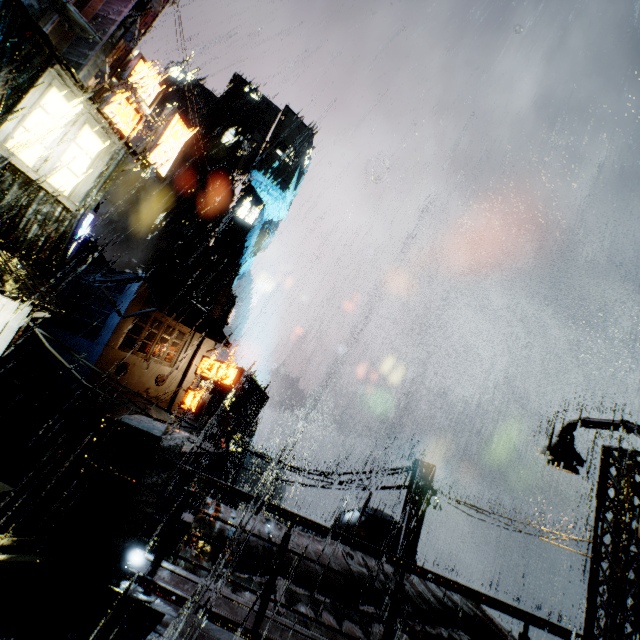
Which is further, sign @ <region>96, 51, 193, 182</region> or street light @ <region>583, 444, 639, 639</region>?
sign @ <region>96, 51, 193, 182</region>

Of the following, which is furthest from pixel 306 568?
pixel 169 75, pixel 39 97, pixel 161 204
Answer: pixel 169 75

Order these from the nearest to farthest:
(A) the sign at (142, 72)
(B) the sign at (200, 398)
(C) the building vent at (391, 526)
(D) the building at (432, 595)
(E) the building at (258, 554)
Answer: (E) the building at (258, 554), (D) the building at (432, 595), (A) the sign at (142, 72), (C) the building vent at (391, 526), (B) the sign at (200, 398)

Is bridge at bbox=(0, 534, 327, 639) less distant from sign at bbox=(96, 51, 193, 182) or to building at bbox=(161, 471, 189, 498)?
building at bbox=(161, 471, 189, 498)

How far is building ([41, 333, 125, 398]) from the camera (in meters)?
18.74

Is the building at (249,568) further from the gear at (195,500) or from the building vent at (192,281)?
the gear at (195,500)

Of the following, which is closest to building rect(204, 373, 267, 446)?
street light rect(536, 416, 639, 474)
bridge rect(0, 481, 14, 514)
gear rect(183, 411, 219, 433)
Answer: bridge rect(0, 481, 14, 514)

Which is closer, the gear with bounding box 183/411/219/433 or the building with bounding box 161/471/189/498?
the building with bounding box 161/471/189/498
